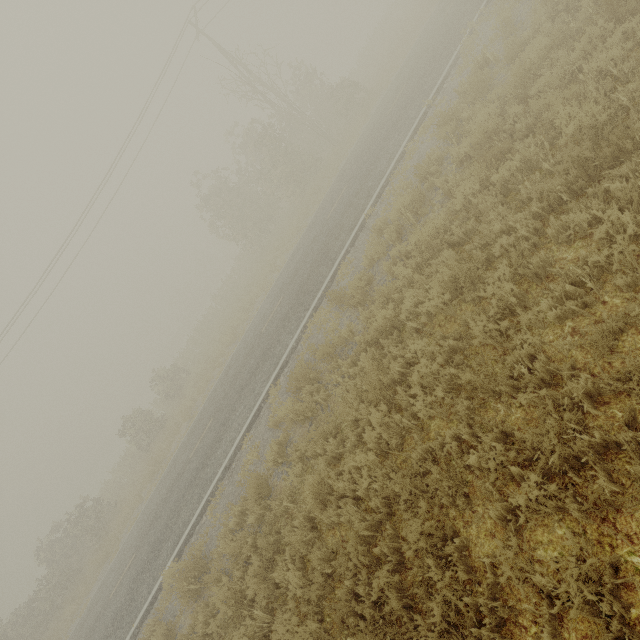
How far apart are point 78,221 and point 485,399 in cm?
2274
